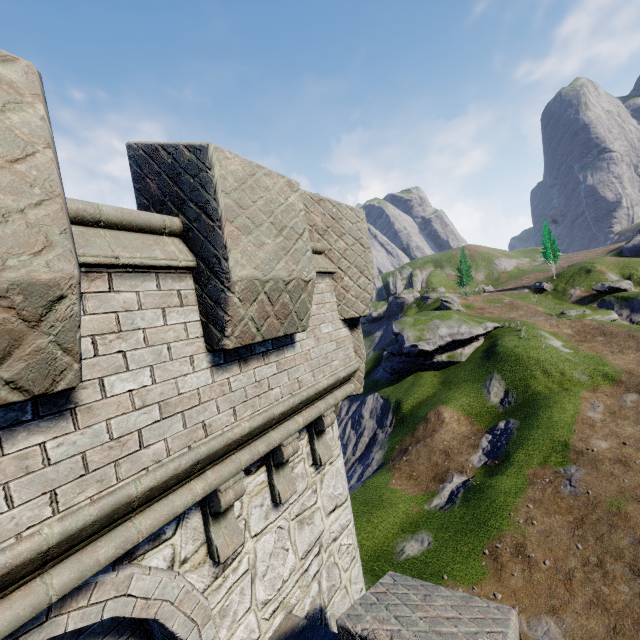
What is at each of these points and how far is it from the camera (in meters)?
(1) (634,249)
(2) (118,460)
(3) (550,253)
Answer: (1) rock, 55.84
(2) building, 2.29
(3) tree, 56.47

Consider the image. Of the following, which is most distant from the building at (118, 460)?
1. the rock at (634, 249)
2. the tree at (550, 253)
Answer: the rock at (634, 249)

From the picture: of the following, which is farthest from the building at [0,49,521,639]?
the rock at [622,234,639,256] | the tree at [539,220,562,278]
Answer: the rock at [622,234,639,256]

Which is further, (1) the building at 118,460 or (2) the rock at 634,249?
(2) the rock at 634,249

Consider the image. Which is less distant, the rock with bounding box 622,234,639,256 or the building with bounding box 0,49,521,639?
the building with bounding box 0,49,521,639

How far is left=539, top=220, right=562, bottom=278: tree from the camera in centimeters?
5562cm

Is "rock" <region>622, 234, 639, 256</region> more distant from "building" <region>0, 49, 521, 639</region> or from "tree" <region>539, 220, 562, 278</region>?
"building" <region>0, 49, 521, 639</region>
